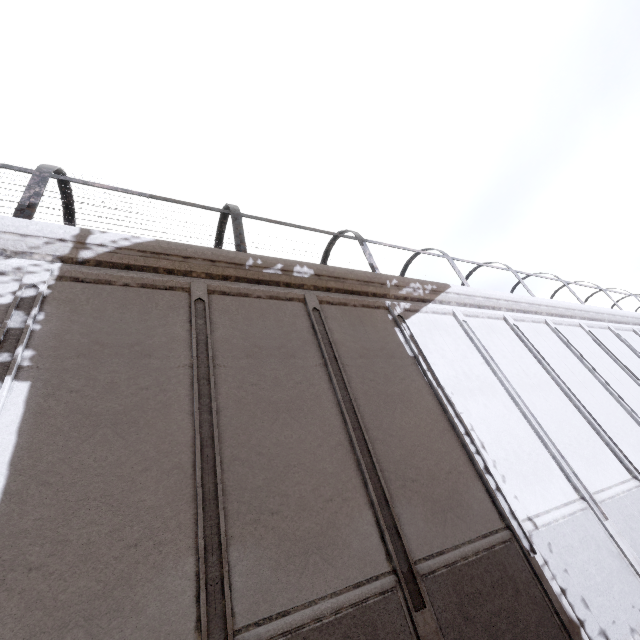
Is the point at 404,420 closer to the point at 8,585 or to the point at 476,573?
the point at 476,573
